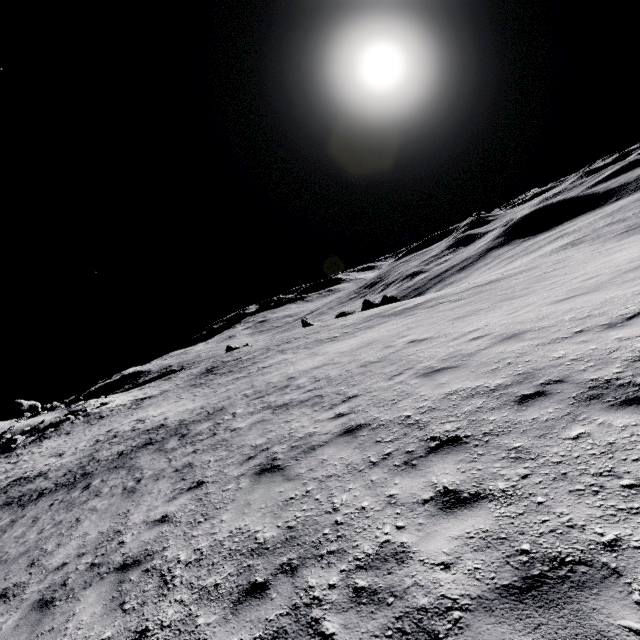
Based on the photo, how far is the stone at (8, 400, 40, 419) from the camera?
46.8m

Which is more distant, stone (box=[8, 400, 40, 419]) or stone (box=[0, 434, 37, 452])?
stone (box=[8, 400, 40, 419])

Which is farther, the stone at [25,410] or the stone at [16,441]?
the stone at [25,410]

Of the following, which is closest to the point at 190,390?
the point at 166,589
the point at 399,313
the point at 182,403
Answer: the point at 182,403

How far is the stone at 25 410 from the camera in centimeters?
4678cm

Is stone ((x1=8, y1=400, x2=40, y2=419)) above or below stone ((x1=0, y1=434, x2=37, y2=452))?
above
